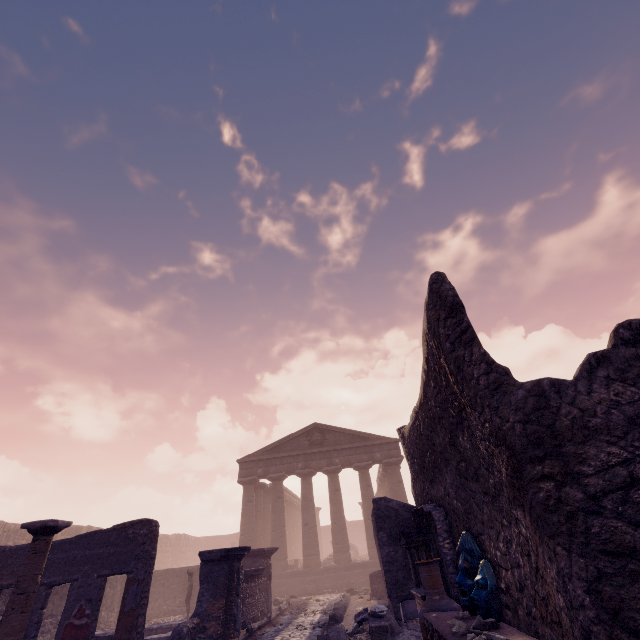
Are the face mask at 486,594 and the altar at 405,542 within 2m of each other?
yes

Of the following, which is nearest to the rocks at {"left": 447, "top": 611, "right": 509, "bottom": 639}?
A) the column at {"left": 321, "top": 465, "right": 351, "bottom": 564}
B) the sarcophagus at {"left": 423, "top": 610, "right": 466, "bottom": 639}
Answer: the sarcophagus at {"left": 423, "top": 610, "right": 466, "bottom": 639}

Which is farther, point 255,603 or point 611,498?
point 255,603

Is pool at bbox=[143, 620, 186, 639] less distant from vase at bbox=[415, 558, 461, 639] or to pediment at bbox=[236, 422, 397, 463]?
vase at bbox=[415, 558, 461, 639]

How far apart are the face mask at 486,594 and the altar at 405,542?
0.7 meters

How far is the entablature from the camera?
22.34m

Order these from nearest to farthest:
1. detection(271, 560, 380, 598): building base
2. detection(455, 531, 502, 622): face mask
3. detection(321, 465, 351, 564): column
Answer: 1. detection(455, 531, 502, 622): face mask
2. detection(271, 560, 380, 598): building base
3. detection(321, 465, 351, 564): column

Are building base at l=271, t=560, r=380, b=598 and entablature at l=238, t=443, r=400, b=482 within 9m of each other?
yes
